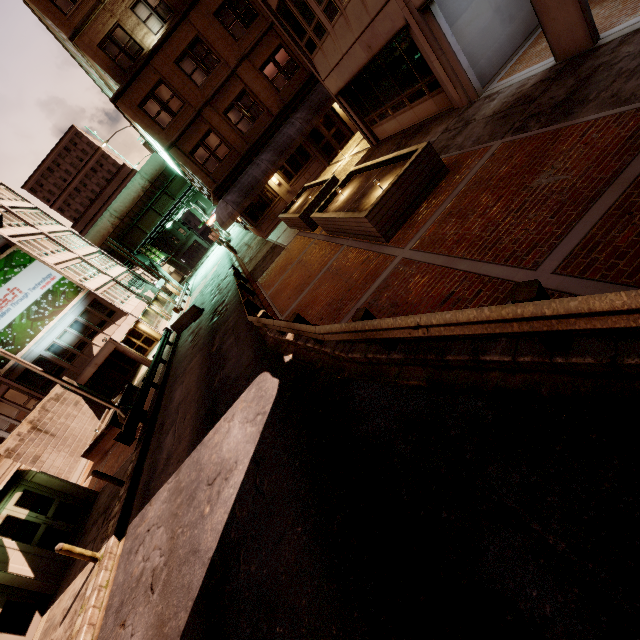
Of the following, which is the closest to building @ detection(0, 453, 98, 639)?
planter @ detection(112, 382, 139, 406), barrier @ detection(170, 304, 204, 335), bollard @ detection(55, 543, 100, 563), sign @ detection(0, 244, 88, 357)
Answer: sign @ detection(0, 244, 88, 357)

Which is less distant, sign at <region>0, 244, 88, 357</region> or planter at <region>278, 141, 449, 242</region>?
planter at <region>278, 141, 449, 242</region>

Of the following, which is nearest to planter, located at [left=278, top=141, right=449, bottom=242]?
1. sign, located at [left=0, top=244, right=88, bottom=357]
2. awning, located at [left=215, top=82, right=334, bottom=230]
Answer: awning, located at [left=215, top=82, right=334, bottom=230]

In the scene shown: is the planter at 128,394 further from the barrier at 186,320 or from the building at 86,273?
the barrier at 186,320

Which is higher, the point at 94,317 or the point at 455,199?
the point at 94,317

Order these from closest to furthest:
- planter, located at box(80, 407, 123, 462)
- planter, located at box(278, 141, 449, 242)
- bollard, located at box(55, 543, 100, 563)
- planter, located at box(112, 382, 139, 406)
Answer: planter, located at box(278, 141, 449, 242) < bollard, located at box(55, 543, 100, 563) < planter, located at box(80, 407, 123, 462) < planter, located at box(112, 382, 139, 406)

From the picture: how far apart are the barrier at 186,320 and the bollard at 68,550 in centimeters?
1679cm

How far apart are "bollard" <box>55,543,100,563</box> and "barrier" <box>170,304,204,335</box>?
16.79m
